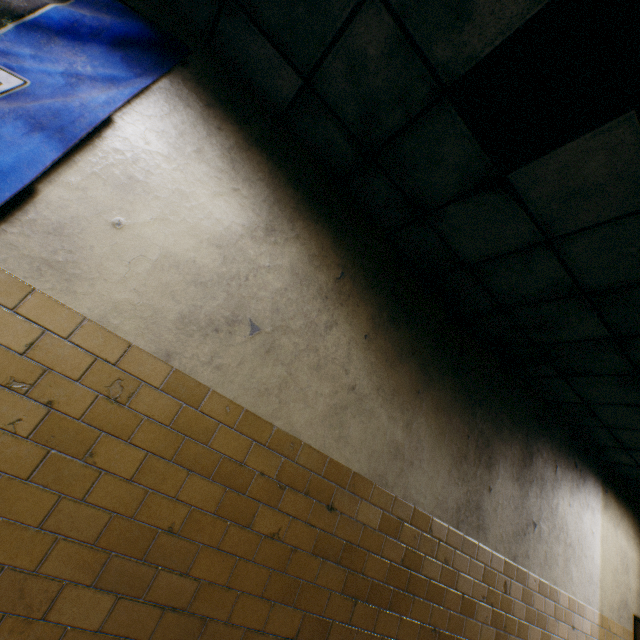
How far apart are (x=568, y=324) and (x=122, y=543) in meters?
3.8 m
